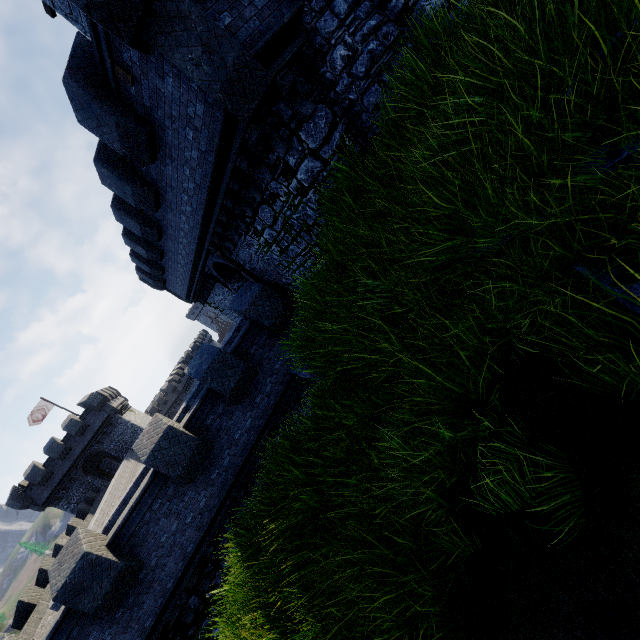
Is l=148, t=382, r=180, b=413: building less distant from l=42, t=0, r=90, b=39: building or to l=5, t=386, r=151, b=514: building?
l=5, t=386, r=151, b=514: building

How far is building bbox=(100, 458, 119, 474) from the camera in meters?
40.4 m

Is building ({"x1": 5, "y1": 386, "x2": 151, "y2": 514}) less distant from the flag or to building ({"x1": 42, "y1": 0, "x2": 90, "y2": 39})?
the flag

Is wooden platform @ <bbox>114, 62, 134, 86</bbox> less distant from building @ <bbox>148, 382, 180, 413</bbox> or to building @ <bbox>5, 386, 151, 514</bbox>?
building @ <bbox>5, 386, 151, 514</bbox>

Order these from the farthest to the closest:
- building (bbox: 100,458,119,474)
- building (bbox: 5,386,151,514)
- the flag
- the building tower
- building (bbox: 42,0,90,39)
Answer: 1. building (bbox: 100,458,119,474)
2. the flag
3. building (bbox: 5,386,151,514)
4. building (bbox: 42,0,90,39)
5. the building tower

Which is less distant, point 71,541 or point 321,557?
point 321,557

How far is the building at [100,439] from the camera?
31.1 meters

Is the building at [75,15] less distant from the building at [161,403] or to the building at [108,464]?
the building at [108,464]
